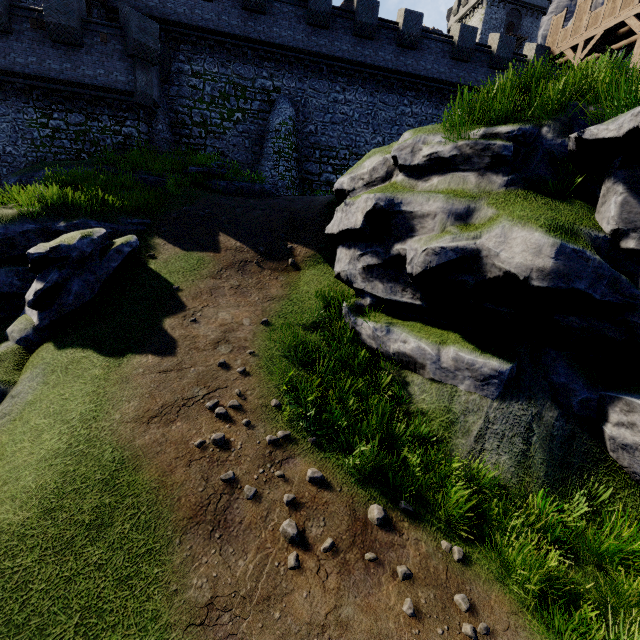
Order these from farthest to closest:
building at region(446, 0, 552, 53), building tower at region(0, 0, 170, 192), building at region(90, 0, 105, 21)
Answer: building at region(446, 0, 552, 53)
building at region(90, 0, 105, 21)
building tower at region(0, 0, 170, 192)

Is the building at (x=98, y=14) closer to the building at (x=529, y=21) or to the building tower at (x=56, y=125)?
the building tower at (x=56, y=125)

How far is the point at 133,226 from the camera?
12.54m

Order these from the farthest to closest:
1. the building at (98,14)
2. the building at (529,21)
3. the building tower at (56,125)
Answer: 1. the building at (529,21)
2. the building at (98,14)
3. the building tower at (56,125)

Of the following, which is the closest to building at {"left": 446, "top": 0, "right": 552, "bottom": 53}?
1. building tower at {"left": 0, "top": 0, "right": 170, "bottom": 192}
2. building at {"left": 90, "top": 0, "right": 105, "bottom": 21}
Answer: building at {"left": 90, "top": 0, "right": 105, "bottom": 21}

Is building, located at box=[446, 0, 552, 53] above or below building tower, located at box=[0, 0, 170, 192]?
above

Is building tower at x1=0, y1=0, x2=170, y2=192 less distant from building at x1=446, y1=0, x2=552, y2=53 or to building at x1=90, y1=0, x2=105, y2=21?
building at x1=90, y1=0, x2=105, y2=21
